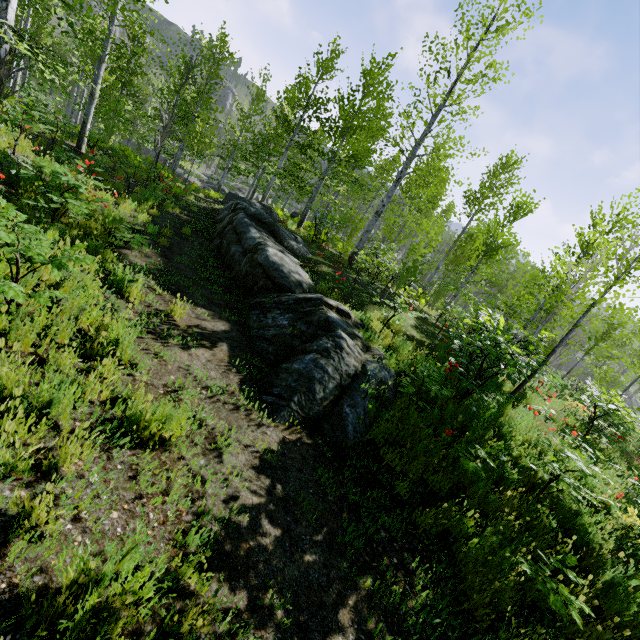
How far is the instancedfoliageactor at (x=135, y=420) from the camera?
2.9m

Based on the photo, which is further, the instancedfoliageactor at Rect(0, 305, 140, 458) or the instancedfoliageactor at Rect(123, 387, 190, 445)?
the instancedfoliageactor at Rect(123, 387, 190, 445)

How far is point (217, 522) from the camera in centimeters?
276cm

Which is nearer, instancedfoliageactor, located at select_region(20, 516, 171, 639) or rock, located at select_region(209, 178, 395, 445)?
instancedfoliageactor, located at select_region(20, 516, 171, 639)

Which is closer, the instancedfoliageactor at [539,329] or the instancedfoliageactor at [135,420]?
the instancedfoliageactor at [135,420]

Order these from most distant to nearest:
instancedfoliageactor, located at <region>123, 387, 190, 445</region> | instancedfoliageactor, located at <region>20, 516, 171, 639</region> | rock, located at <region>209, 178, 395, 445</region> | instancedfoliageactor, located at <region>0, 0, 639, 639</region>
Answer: rock, located at <region>209, 178, 395, 445</region>
instancedfoliageactor, located at <region>0, 0, 639, 639</region>
instancedfoliageactor, located at <region>123, 387, 190, 445</region>
instancedfoliageactor, located at <region>20, 516, 171, 639</region>
